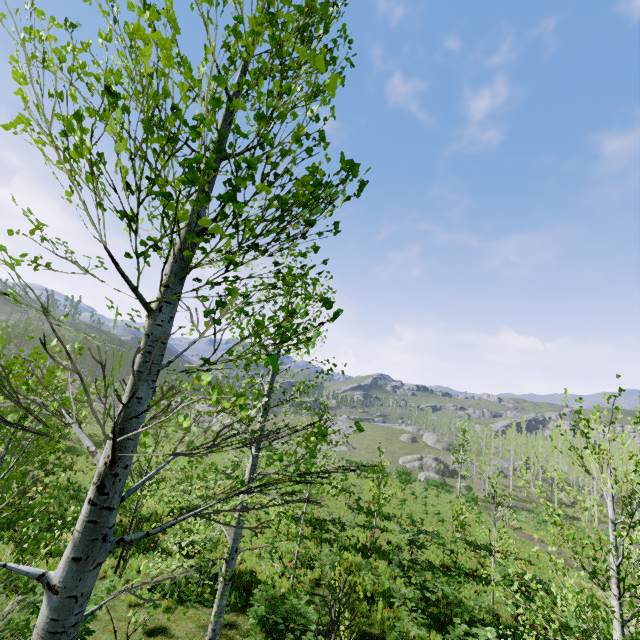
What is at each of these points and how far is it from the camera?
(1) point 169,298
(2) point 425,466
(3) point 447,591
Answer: (1) instancedfoliageactor, 2.1m
(2) rock, 56.1m
(3) instancedfoliageactor, 9.5m

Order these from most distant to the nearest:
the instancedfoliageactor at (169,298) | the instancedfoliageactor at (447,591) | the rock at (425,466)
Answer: the rock at (425,466) < the instancedfoliageactor at (447,591) < the instancedfoliageactor at (169,298)

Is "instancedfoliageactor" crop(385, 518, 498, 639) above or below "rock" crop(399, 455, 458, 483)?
above

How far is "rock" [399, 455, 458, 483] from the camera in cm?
5100

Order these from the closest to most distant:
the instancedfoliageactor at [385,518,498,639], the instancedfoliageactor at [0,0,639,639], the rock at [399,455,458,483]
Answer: the instancedfoliageactor at [0,0,639,639], the instancedfoliageactor at [385,518,498,639], the rock at [399,455,458,483]

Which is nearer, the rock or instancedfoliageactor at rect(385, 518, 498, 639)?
instancedfoliageactor at rect(385, 518, 498, 639)

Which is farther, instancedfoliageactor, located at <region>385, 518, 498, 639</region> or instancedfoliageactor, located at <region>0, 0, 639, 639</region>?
instancedfoliageactor, located at <region>385, 518, 498, 639</region>

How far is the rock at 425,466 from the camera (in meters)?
51.00
